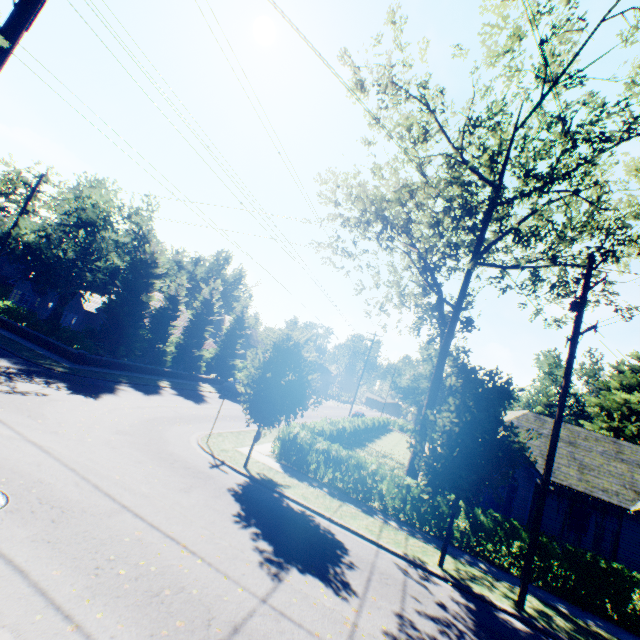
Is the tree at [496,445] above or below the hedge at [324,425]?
above

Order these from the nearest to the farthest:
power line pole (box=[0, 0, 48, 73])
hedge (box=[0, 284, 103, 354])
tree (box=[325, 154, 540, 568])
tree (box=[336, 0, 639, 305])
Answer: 1. power line pole (box=[0, 0, 48, 73])
2. tree (box=[325, 154, 540, 568])
3. tree (box=[336, 0, 639, 305])
4. hedge (box=[0, 284, 103, 354])

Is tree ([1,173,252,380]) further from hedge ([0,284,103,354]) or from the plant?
the plant

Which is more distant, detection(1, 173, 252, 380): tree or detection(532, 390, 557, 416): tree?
detection(532, 390, 557, 416): tree

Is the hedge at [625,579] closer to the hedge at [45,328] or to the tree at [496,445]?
the tree at [496,445]

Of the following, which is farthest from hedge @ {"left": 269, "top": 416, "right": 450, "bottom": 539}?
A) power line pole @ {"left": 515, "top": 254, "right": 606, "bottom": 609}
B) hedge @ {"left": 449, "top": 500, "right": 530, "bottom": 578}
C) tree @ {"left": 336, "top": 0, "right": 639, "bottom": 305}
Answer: power line pole @ {"left": 515, "top": 254, "right": 606, "bottom": 609}

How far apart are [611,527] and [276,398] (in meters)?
22.05

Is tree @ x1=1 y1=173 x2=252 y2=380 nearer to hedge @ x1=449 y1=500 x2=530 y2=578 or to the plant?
the plant
